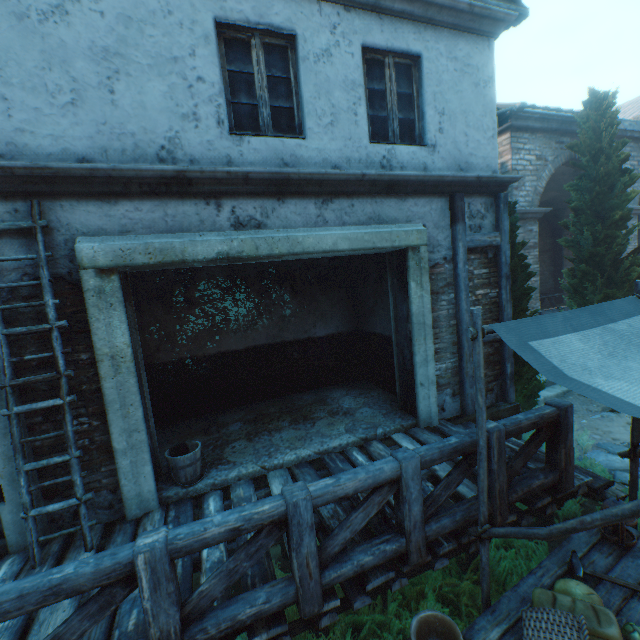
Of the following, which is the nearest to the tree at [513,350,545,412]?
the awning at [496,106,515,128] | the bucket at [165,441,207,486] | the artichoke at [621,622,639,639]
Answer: the awning at [496,106,515,128]

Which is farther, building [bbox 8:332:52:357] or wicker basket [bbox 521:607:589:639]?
building [bbox 8:332:52:357]

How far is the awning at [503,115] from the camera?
6.85m

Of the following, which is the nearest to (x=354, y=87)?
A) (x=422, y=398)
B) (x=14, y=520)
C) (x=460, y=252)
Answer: (x=460, y=252)

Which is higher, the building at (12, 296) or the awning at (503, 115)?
the awning at (503, 115)

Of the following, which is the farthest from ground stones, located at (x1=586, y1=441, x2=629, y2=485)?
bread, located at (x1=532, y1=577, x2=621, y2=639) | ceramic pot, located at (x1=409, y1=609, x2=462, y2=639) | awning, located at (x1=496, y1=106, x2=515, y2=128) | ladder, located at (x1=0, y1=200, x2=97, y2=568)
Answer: awning, located at (x1=496, y1=106, x2=515, y2=128)

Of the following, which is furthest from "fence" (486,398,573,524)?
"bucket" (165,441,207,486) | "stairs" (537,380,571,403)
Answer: "stairs" (537,380,571,403)
